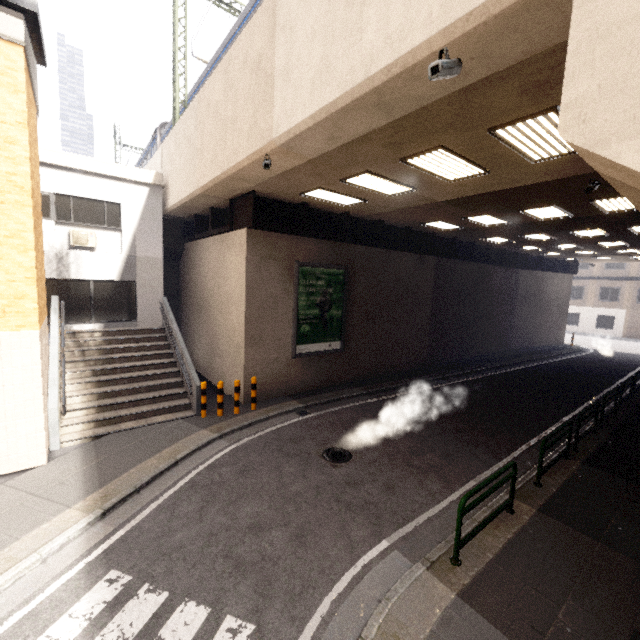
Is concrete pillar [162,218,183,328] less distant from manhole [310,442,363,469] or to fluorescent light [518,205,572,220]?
manhole [310,442,363,469]

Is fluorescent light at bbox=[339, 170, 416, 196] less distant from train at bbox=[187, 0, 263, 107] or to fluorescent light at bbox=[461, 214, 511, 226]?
train at bbox=[187, 0, 263, 107]

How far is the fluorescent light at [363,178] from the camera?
8.0m

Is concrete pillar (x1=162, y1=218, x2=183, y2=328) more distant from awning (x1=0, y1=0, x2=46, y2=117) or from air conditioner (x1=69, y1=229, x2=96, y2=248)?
awning (x1=0, y1=0, x2=46, y2=117)

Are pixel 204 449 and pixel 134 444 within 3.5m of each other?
yes

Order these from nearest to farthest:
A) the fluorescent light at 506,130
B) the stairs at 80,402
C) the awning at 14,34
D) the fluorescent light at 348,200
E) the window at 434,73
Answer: the window at 434,73 → the fluorescent light at 506,130 → the awning at 14,34 → the stairs at 80,402 → the fluorescent light at 348,200

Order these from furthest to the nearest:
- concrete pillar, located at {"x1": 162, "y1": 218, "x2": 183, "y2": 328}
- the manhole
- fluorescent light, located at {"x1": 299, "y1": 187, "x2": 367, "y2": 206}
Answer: concrete pillar, located at {"x1": 162, "y1": 218, "x2": 183, "y2": 328}, fluorescent light, located at {"x1": 299, "y1": 187, "x2": 367, "y2": 206}, the manhole

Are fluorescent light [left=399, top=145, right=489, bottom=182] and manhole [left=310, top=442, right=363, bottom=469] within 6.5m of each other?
no
